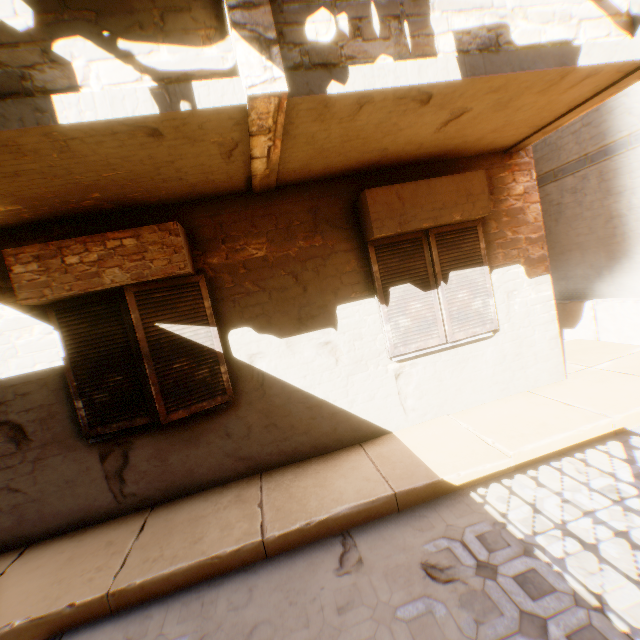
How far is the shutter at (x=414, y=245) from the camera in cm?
419

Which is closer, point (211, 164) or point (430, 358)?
point (211, 164)

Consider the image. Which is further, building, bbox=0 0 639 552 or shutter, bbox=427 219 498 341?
shutter, bbox=427 219 498 341

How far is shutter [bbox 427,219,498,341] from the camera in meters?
4.3 m
